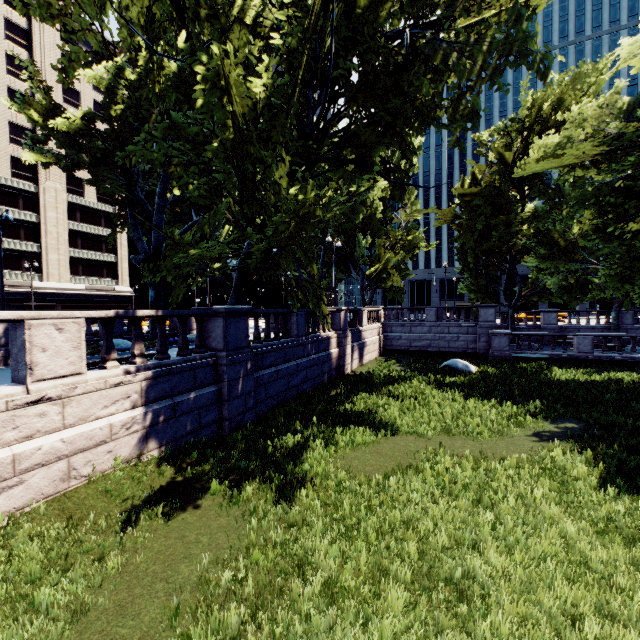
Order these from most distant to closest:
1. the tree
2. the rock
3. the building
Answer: the building → the rock → the tree

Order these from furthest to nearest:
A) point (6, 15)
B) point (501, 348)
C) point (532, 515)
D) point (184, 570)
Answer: point (6, 15) → point (501, 348) → point (532, 515) → point (184, 570)

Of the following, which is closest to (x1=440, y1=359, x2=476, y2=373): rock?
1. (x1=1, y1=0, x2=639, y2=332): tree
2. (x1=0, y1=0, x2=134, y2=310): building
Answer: (x1=1, y1=0, x2=639, y2=332): tree

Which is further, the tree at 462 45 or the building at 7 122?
the building at 7 122

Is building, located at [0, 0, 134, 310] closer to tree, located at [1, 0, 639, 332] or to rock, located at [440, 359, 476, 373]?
tree, located at [1, 0, 639, 332]

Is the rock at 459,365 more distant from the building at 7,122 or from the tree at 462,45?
the building at 7,122

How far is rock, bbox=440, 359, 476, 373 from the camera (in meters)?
19.42
